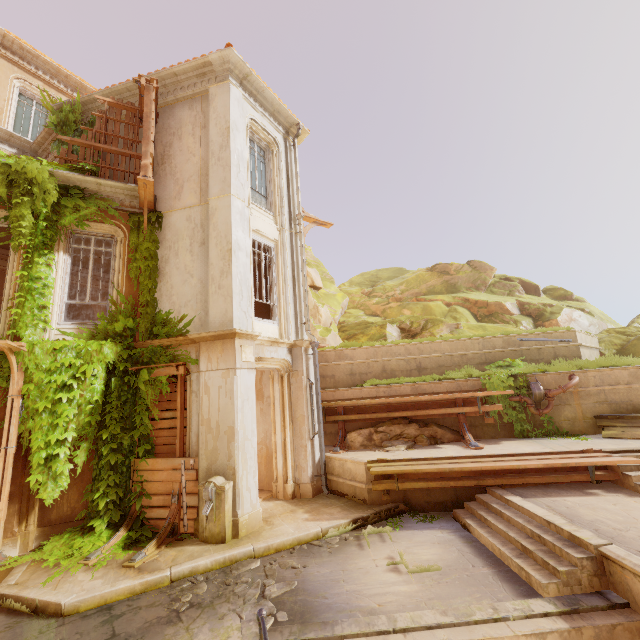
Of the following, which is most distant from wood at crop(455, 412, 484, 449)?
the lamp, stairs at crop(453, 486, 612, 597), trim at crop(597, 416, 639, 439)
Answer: trim at crop(597, 416, 639, 439)

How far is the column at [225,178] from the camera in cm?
729

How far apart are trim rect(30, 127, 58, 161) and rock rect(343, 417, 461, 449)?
14.00m

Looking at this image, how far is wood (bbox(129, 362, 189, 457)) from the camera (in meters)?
7.86

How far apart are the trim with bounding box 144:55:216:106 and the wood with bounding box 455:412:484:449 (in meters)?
12.79

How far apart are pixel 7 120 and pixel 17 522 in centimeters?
1394cm

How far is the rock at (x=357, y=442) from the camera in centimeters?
1018cm

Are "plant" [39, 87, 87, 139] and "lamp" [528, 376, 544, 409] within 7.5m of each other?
no
